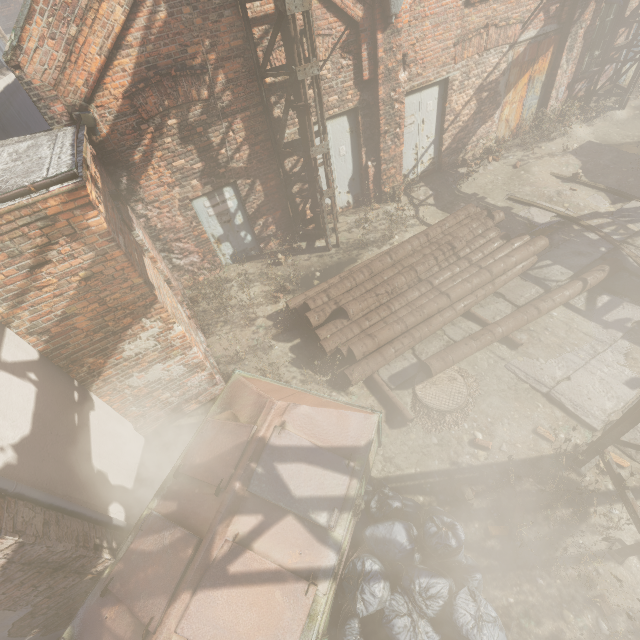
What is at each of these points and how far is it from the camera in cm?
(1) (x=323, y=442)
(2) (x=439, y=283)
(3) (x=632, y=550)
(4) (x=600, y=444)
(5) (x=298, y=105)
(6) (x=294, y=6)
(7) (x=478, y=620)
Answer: (1) trash container, 368
(2) pipe, 652
(3) scaffolding, 352
(4) scaffolding, 387
(5) pipe, 652
(6) scaffolding, 516
(7) trash bag, 308

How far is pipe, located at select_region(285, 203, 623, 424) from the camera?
5.74m

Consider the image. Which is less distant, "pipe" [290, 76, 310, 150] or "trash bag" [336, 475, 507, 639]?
"trash bag" [336, 475, 507, 639]

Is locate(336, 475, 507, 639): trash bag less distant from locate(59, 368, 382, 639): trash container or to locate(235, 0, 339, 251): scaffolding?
locate(59, 368, 382, 639): trash container

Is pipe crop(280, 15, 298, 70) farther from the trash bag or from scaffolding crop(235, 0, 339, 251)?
the trash bag

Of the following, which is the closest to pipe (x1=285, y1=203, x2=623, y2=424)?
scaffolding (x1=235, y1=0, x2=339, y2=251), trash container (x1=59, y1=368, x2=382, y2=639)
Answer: trash container (x1=59, y1=368, x2=382, y2=639)

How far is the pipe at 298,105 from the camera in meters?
6.4

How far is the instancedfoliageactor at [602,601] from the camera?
3.2m
